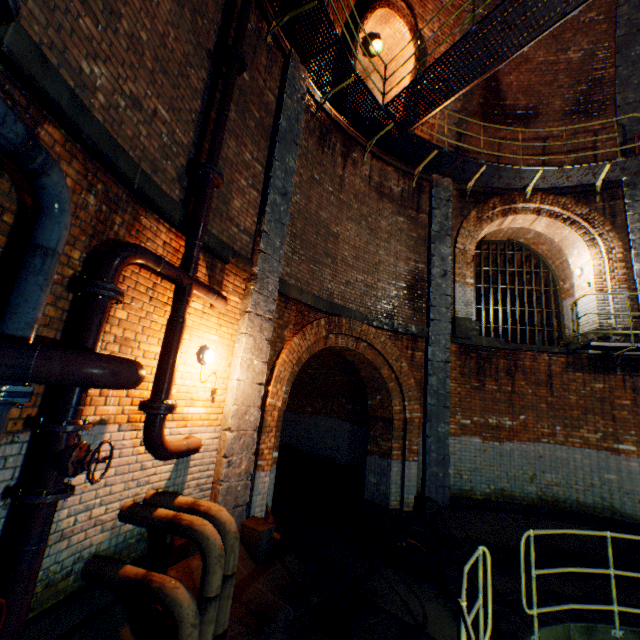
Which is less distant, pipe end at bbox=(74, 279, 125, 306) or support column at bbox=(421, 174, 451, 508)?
pipe end at bbox=(74, 279, 125, 306)

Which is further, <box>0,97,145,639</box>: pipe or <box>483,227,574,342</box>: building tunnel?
<box>483,227,574,342</box>: building tunnel

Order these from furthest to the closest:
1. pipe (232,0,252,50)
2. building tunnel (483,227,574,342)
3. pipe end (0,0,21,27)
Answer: building tunnel (483,227,574,342) → pipe (232,0,252,50) → pipe end (0,0,21,27)

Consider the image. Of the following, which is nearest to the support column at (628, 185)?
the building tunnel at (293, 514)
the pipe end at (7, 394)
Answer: the pipe end at (7, 394)

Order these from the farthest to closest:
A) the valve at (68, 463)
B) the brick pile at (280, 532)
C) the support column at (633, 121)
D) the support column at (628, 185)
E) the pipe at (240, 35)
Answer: the support column at (633, 121) → the support column at (628, 185) → the brick pile at (280, 532) → the pipe at (240, 35) → the valve at (68, 463)

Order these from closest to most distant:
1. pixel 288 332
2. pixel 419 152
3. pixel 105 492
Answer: pixel 105 492, pixel 288 332, pixel 419 152

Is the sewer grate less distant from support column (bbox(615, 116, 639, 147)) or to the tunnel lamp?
support column (bbox(615, 116, 639, 147))

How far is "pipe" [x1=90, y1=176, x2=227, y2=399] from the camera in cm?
295
